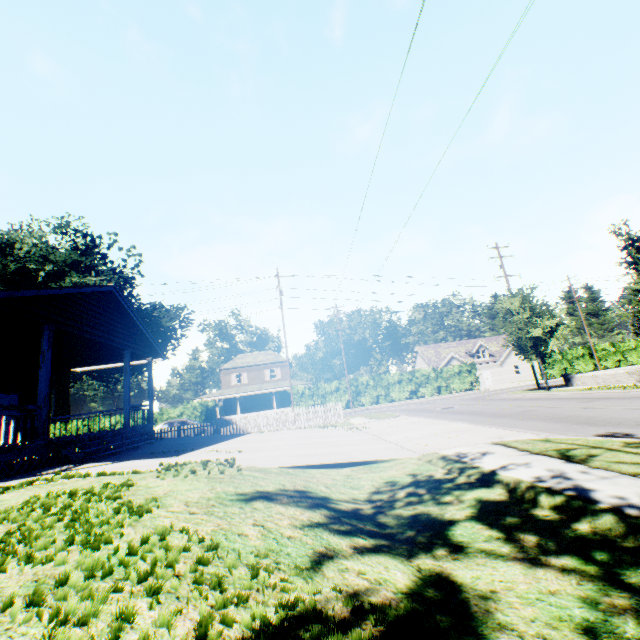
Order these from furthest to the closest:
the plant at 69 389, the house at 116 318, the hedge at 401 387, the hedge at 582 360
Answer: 1. the plant at 69 389
2. the hedge at 582 360
3. the hedge at 401 387
4. the house at 116 318

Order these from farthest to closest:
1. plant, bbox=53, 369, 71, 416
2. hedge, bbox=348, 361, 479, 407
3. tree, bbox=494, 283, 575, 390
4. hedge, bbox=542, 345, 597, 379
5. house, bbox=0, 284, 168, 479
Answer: plant, bbox=53, 369, 71, 416, hedge, bbox=542, 345, 597, 379, hedge, bbox=348, 361, 479, 407, tree, bbox=494, 283, 575, 390, house, bbox=0, 284, 168, 479

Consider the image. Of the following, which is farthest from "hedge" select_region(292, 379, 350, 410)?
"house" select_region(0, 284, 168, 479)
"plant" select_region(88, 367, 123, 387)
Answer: "plant" select_region(88, 367, 123, 387)

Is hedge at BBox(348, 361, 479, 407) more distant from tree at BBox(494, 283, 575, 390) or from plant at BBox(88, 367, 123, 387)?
plant at BBox(88, 367, 123, 387)

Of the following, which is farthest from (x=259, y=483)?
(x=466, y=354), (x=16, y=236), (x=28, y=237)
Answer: (x=16, y=236)

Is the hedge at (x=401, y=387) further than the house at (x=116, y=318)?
Yes

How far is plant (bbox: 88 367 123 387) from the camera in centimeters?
5667cm

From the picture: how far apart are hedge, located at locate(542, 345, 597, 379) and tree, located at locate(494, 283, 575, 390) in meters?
22.8 m
